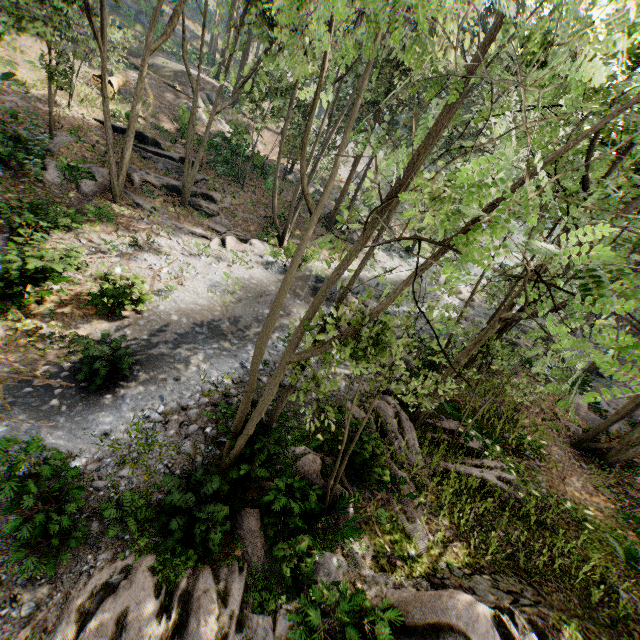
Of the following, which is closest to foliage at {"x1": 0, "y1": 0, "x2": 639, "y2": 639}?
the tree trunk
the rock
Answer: the rock

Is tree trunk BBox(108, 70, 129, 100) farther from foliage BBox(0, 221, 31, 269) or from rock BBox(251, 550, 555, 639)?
rock BBox(251, 550, 555, 639)

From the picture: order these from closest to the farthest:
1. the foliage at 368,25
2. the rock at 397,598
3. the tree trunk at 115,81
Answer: the foliage at 368,25
the rock at 397,598
the tree trunk at 115,81

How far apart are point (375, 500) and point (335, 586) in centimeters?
284cm

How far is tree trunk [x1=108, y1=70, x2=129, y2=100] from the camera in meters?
24.9

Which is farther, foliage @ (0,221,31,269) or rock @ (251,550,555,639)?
foliage @ (0,221,31,269)

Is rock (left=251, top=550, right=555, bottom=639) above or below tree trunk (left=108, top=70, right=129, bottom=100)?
below

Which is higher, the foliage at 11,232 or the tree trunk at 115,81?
the tree trunk at 115,81
